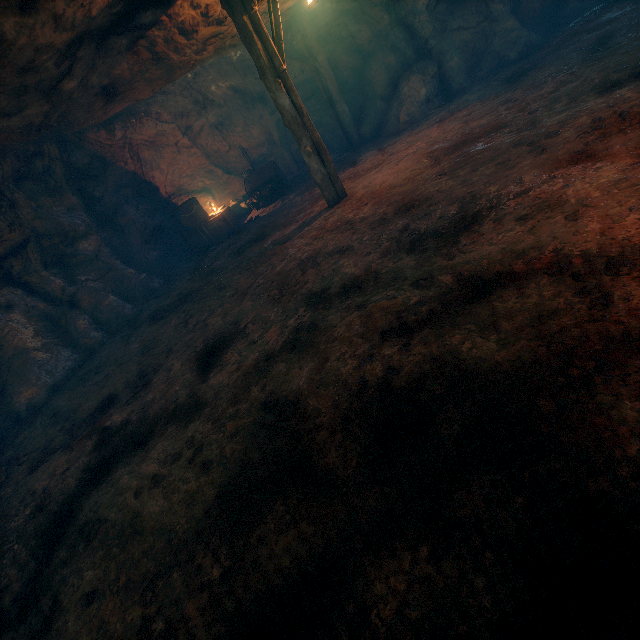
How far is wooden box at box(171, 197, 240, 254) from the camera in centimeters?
1173cm

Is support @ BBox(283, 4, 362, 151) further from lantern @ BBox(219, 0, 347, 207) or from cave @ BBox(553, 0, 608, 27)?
cave @ BBox(553, 0, 608, 27)

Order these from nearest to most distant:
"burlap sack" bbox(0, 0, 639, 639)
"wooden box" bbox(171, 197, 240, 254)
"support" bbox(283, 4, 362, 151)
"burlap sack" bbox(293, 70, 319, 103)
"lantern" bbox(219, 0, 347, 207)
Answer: "burlap sack" bbox(0, 0, 639, 639) < "lantern" bbox(219, 0, 347, 207) < "support" bbox(283, 4, 362, 151) < "wooden box" bbox(171, 197, 240, 254) < "burlap sack" bbox(293, 70, 319, 103)

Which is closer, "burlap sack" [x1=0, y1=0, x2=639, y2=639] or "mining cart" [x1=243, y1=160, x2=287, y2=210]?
"burlap sack" [x1=0, y1=0, x2=639, y2=639]

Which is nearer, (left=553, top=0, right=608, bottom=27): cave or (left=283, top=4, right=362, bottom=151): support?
(left=553, top=0, right=608, bottom=27): cave

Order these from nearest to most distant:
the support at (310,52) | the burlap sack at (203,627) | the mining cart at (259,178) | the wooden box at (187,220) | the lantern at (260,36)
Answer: the burlap sack at (203,627) → the lantern at (260,36) → the support at (310,52) → the wooden box at (187,220) → the mining cart at (259,178)

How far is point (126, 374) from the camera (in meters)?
6.30

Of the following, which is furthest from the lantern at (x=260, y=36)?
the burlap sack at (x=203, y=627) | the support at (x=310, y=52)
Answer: the support at (x=310, y=52)
